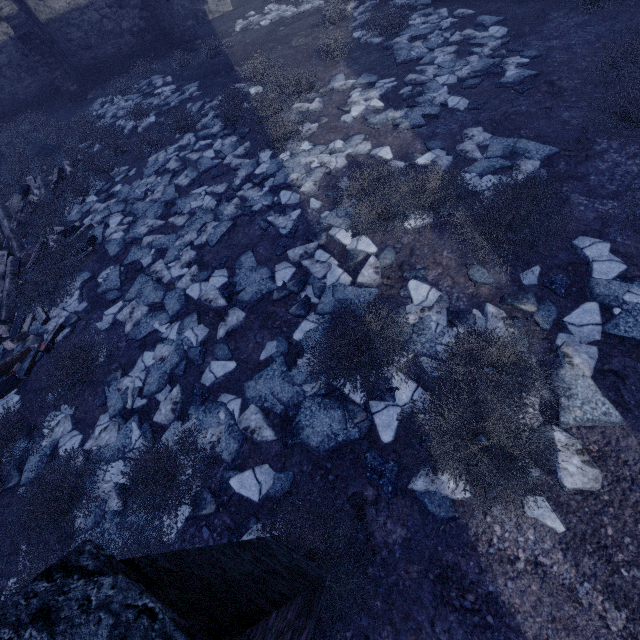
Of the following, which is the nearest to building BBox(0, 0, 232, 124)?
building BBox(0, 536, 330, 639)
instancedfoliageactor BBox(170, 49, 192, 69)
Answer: instancedfoliageactor BBox(170, 49, 192, 69)

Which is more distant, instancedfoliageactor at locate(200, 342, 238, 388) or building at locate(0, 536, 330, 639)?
instancedfoliageactor at locate(200, 342, 238, 388)

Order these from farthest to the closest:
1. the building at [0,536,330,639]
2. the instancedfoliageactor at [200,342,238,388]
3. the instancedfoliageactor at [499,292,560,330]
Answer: the instancedfoliageactor at [200,342,238,388] → the instancedfoliageactor at [499,292,560,330] → the building at [0,536,330,639]

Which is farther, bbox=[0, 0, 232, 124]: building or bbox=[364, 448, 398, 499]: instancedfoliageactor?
bbox=[0, 0, 232, 124]: building

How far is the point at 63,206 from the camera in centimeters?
774cm

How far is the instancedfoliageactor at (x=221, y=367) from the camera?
4.1 meters

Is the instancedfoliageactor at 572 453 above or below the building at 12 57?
below

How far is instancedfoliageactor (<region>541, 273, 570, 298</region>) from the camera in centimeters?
352cm
